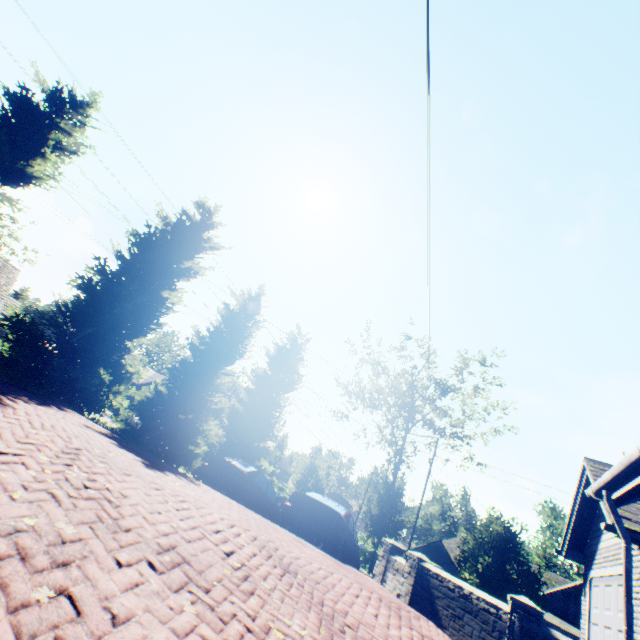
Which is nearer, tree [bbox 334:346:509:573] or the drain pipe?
the drain pipe

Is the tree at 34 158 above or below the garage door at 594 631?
above

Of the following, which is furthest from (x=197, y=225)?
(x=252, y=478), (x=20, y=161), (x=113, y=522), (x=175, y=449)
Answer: (x=113, y=522)

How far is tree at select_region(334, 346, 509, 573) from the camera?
26.83m

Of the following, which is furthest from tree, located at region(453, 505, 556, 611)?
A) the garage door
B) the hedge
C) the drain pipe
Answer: the drain pipe

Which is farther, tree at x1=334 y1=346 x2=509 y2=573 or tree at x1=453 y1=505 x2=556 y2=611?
tree at x1=334 y1=346 x2=509 y2=573

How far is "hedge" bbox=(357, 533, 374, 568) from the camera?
27.9m

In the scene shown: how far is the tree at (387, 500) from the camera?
26.8 meters
